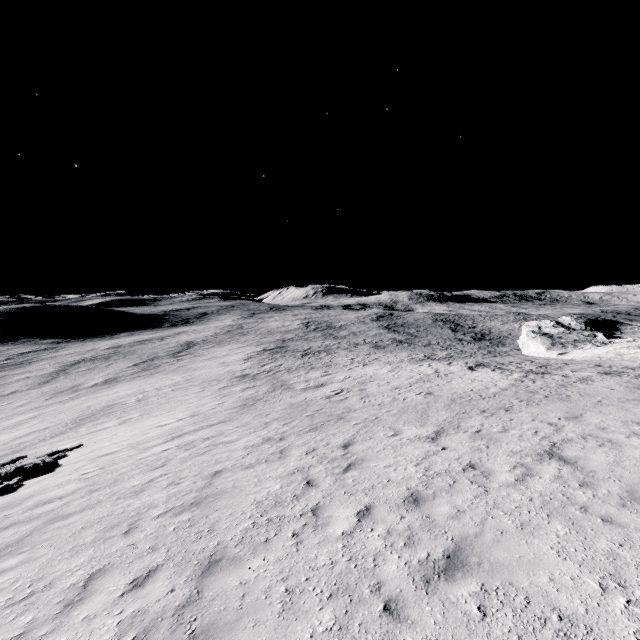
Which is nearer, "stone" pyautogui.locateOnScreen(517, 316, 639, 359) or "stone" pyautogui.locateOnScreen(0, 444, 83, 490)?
"stone" pyautogui.locateOnScreen(0, 444, 83, 490)

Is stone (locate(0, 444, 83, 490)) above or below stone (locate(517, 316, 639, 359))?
below

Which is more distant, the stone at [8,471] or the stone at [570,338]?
the stone at [570,338]

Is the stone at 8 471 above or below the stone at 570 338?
below

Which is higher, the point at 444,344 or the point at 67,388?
the point at 444,344
